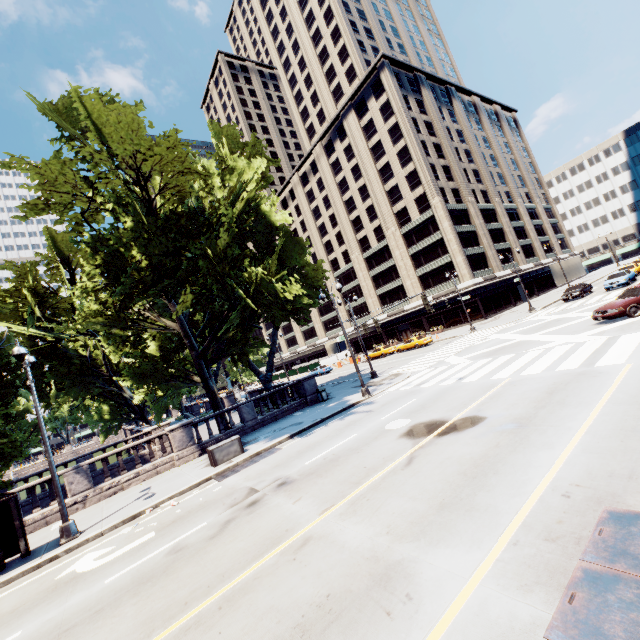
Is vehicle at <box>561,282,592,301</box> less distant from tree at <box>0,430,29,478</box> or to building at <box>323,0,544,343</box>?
building at <box>323,0,544,343</box>

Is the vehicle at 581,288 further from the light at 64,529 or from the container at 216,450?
the light at 64,529

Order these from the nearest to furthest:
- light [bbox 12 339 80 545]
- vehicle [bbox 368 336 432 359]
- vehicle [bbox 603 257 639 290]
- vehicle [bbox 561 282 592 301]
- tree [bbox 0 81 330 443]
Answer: light [bbox 12 339 80 545] → tree [bbox 0 81 330 443] → vehicle [bbox 603 257 639 290] → vehicle [bbox 561 282 592 301] → vehicle [bbox 368 336 432 359]

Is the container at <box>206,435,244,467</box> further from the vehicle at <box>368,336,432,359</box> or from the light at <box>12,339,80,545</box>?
the vehicle at <box>368,336,432,359</box>

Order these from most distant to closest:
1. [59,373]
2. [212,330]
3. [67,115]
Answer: [59,373], [212,330], [67,115]

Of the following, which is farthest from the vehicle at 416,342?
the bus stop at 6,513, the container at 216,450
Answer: the bus stop at 6,513

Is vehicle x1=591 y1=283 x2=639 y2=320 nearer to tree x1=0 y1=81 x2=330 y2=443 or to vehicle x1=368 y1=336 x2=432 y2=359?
tree x1=0 y1=81 x2=330 y2=443

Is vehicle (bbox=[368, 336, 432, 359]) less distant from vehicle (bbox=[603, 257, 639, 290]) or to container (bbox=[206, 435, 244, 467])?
vehicle (bbox=[603, 257, 639, 290])
